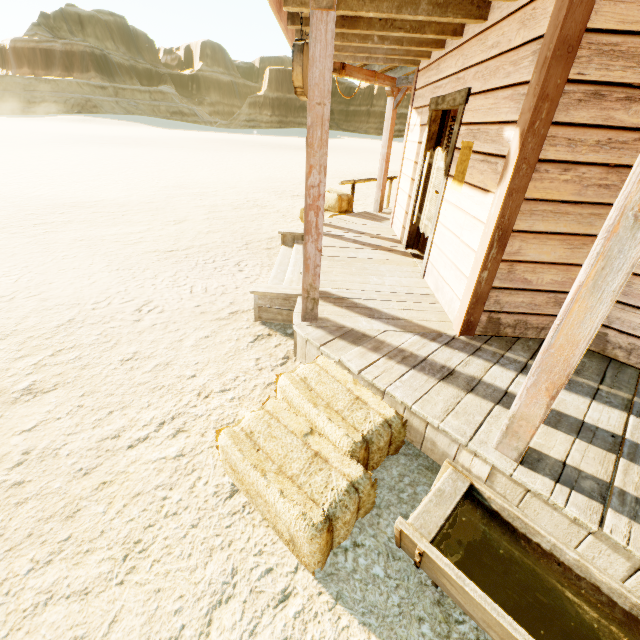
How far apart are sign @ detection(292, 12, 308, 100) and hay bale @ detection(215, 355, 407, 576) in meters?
2.9 m

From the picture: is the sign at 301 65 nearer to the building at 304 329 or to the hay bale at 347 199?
the building at 304 329

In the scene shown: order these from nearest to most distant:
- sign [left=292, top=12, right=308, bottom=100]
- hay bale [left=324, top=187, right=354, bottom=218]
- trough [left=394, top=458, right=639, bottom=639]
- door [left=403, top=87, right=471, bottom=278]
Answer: trough [left=394, top=458, right=639, bottom=639] < sign [left=292, top=12, right=308, bottom=100] < door [left=403, top=87, right=471, bottom=278] < hay bale [left=324, top=187, right=354, bottom=218]

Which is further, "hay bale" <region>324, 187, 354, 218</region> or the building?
"hay bale" <region>324, 187, 354, 218</region>

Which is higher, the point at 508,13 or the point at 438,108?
the point at 508,13

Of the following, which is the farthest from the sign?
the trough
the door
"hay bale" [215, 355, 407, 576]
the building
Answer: the trough

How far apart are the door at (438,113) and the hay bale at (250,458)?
2.4m

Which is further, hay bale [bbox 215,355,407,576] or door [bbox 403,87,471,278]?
door [bbox 403,87,471,278]
